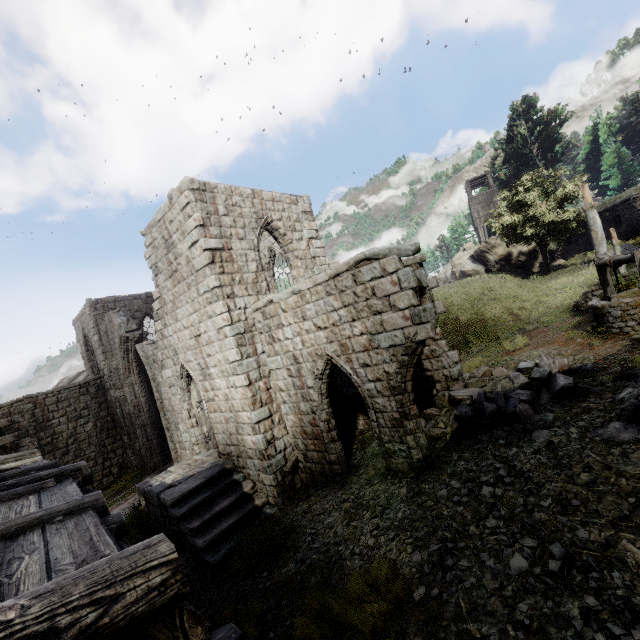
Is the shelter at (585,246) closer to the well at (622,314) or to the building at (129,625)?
the well at (622,314)

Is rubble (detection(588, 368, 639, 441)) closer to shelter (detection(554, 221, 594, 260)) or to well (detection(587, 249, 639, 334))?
well (detection(587, 249, 639, 334))

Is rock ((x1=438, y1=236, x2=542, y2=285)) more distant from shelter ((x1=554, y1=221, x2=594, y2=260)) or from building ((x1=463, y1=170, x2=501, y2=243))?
building ((x1=463, y1=170, x2=501, y2=243))

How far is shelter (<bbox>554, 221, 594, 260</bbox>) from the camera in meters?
25.5 m

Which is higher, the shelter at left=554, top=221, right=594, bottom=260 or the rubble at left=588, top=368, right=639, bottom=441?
the shelter at left=554, top=221, right=594, bottom=260

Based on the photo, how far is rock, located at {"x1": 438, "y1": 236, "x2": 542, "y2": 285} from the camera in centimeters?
3095cm

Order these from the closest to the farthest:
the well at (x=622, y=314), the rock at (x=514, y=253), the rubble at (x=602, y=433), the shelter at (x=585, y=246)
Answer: the rubble at (x=602, y=433), the well at (x=622, y=314), the shelter at (x=585, y=246), the rock at (x=514, y=253)

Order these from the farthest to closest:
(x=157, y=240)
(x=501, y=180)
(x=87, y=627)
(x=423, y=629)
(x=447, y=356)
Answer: (x=501, y=180) → (x=157, y=240) → (x=447, y=356) → (x=423, y=629) → (x=87, y=627)
